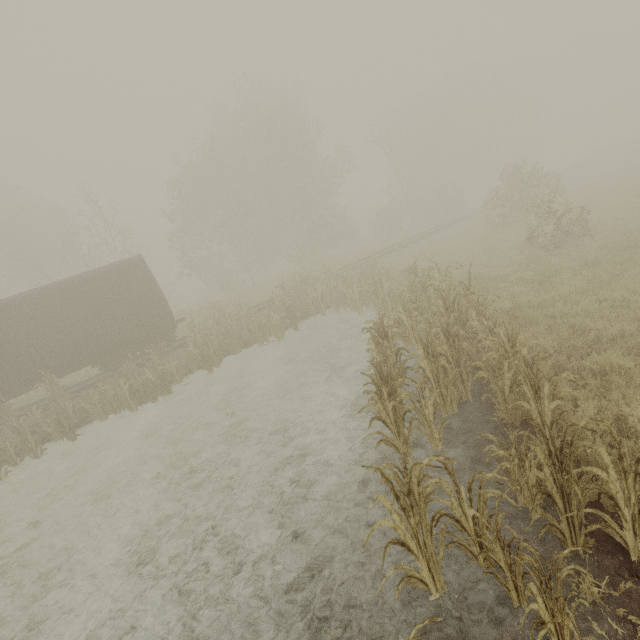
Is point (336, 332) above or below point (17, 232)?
below

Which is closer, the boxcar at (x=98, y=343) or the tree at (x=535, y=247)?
the tree at (x=535, y=247)

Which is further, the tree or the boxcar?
the boxcar
